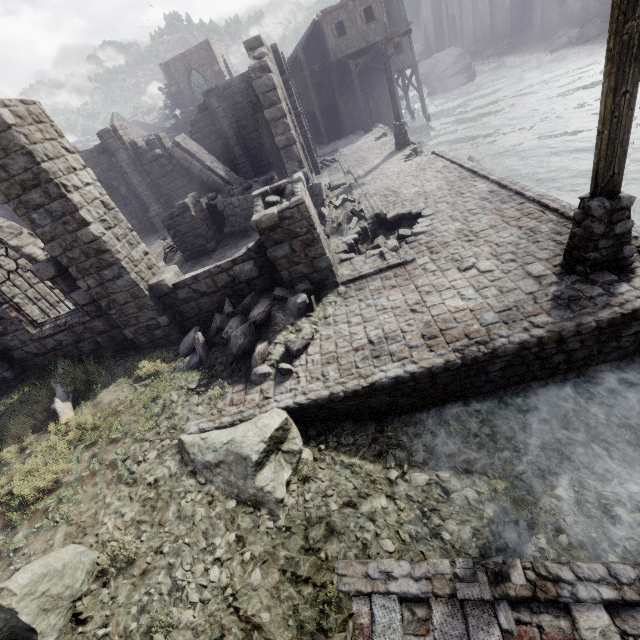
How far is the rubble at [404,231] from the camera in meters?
9.9 m

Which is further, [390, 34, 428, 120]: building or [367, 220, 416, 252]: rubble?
[390, 34, 428, 120]: building

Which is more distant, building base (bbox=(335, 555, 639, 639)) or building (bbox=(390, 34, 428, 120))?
building (bbox=(390, 34, 428, 120))

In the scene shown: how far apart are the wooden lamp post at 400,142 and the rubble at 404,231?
9.97m

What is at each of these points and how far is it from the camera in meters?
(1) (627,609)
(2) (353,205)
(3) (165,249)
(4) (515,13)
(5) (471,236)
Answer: (1) building base, 3.0
(2) rubble, 12.4
(3) broken furniture, 14.1
(4) building, 38.3
(5) building base, 8.1

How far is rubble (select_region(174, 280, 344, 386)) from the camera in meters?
6.8

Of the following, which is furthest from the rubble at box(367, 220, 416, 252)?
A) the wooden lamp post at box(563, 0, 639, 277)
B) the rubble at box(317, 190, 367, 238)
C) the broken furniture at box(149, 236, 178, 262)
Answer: the broken furniture at box(149, 236, 178, 262)

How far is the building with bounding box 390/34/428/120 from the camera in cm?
2789
